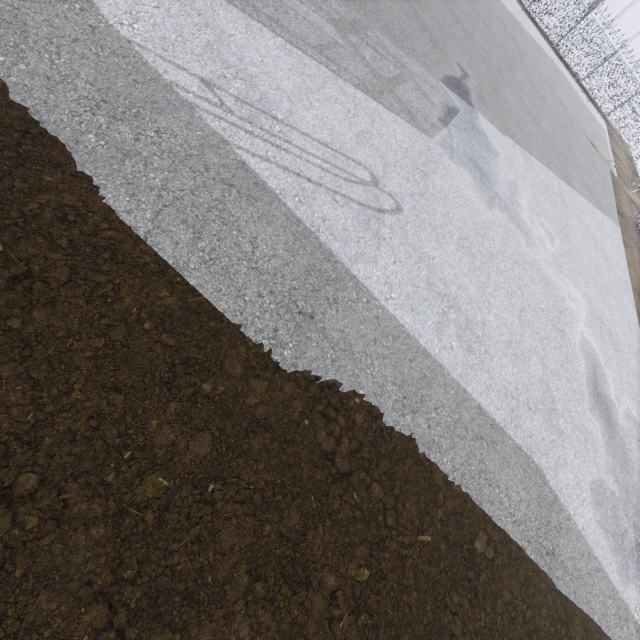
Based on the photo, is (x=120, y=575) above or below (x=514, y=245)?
below
